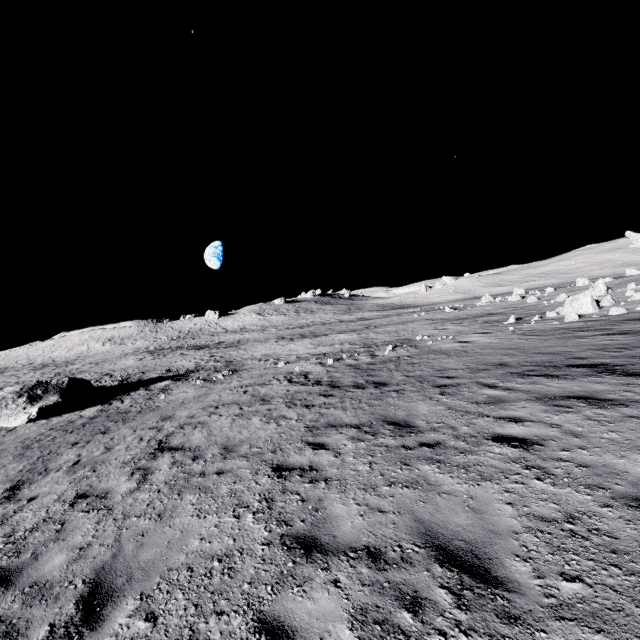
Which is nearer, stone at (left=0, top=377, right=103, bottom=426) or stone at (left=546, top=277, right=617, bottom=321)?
stone at (left=0, top=377, right=103, bottom=426)

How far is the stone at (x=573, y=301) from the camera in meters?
19.9

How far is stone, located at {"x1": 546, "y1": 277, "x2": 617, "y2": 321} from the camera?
19.9m

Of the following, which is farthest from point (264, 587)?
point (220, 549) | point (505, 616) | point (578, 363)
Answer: point (578, 363)

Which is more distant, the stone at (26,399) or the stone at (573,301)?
the stone at (573,301)
